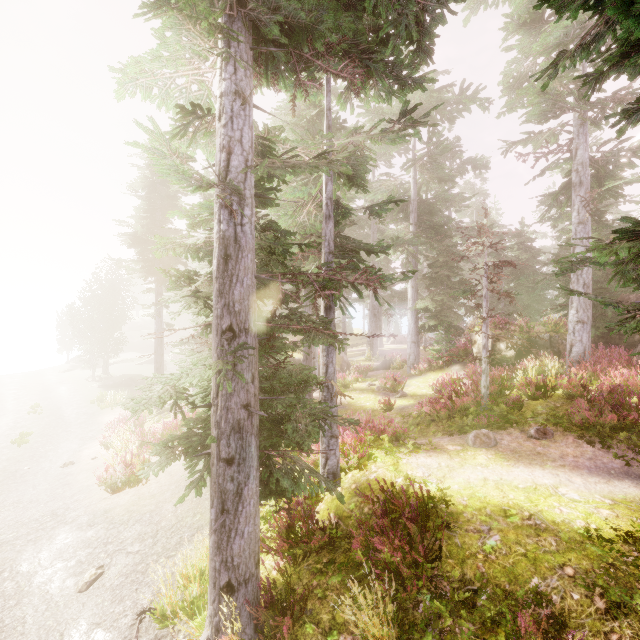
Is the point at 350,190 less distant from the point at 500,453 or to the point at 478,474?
the point at 500,453

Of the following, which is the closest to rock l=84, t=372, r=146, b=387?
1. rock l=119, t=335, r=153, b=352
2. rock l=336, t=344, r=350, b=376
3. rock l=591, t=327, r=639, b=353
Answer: rock l=336, t=344, r=350, b=376

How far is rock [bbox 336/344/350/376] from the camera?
22.14m

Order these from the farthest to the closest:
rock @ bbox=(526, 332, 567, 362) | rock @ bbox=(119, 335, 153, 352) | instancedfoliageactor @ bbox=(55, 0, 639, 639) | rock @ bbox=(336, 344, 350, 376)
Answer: rock @ bbox=(119, 335, 153, 352)
rock @ bbox=(336, 344, 350, 376)
rock @ bbox=(526, 332, 567, 362)
instancedfoliageactor @ bbox=(55, 0, 639, 639)

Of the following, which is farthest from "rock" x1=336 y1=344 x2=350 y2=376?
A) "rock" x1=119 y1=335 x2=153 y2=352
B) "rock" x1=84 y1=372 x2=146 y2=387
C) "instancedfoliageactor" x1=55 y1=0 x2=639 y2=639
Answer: "rock" x1=119 y1=335 x2=153 y2=352

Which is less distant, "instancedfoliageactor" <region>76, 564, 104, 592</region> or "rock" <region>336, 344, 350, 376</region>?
"instancedfoliageactor" <region>76, 564, 104, 592</region>

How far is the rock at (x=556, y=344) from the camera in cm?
1495

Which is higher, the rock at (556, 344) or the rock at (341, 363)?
the rock at (556, 344)
